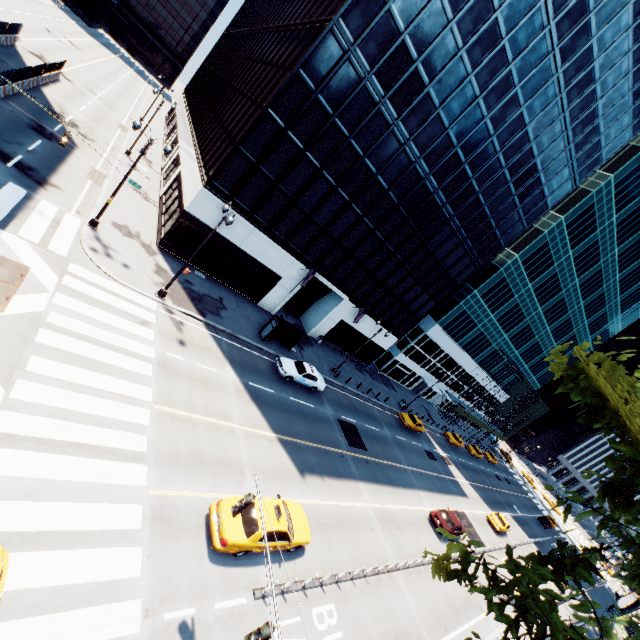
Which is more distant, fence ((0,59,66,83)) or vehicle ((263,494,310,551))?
fence ((0,59,66,83))

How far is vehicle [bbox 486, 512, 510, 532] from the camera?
36.2 meters

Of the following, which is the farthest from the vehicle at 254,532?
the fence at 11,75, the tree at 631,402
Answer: the fence at 11,75

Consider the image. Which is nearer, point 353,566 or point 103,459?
point 103,459

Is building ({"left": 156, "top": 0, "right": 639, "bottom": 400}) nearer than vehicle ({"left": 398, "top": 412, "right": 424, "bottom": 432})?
Yes

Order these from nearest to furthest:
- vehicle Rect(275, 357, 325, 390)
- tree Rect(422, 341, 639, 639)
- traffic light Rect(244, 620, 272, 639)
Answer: tree Rect(422, 341, 639, 639)
traffic light Rect(244, 620, 272, 639)
vehicle Rect(275, 357, 325, 390)

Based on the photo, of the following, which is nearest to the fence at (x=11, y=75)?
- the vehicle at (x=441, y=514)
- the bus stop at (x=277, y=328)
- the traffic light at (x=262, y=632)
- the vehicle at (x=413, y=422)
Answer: the bus stop at (x=277, y=328)

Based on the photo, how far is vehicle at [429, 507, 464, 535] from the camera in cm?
2572
